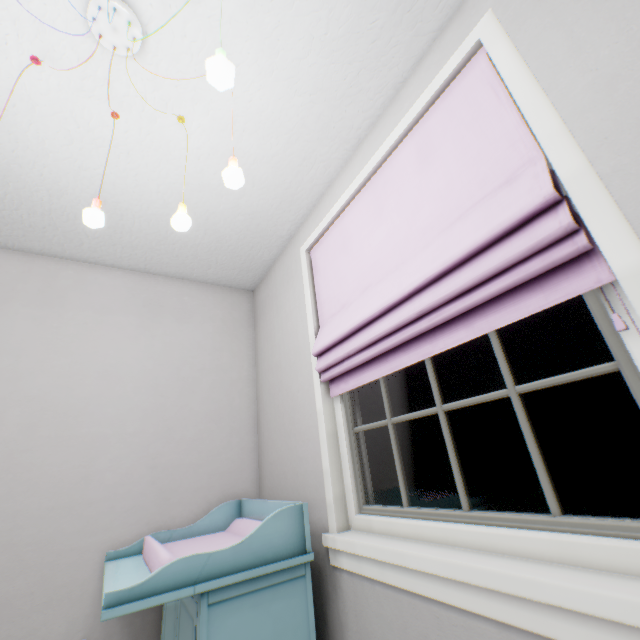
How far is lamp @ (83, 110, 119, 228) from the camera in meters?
1.1 m

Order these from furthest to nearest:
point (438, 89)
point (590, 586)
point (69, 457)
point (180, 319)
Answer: point (180, 319)
point (69, 457)
point (438, 89)
point (590, 586)

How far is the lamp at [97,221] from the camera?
1.11m

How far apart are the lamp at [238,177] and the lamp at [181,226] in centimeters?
24cm

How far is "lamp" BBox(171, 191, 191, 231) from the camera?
1.2m

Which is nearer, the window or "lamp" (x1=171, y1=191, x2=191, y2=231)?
the window

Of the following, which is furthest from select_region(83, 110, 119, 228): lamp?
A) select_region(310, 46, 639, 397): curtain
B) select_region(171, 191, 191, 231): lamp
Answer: select_region(310, 46, 639, 397): curtain

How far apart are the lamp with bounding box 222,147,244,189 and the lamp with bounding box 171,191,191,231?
0.24m
